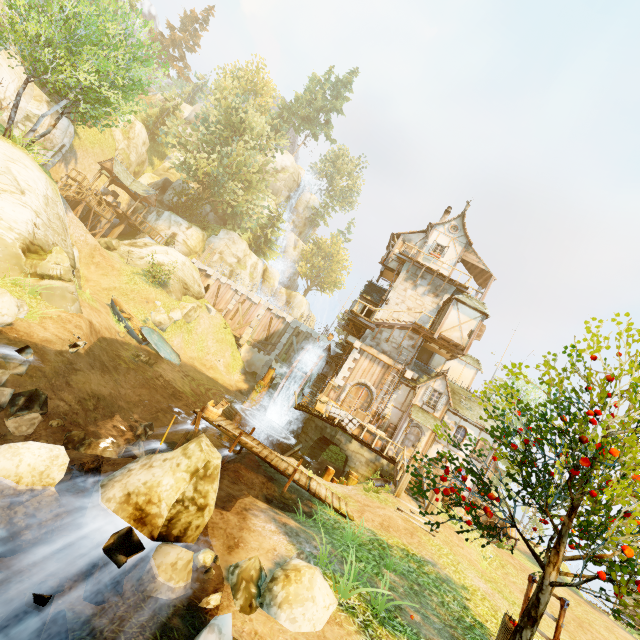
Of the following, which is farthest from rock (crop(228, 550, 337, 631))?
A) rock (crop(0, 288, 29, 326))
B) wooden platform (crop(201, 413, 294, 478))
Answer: rock (crop(0, 288, 29, 326))

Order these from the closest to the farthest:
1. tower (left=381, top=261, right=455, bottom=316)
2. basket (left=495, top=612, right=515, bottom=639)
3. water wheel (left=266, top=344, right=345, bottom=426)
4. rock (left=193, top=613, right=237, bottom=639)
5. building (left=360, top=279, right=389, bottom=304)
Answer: rock (left=193, top=613, right=237, bottom=639), basket (left=495, top=612, right=515, bottom=639), water wheel (left=266, top=344, right=345, bottom=426), tower (left=381, top=261, right=455, bottom=316), building (left=360, top=279, right=389, bottom=304)

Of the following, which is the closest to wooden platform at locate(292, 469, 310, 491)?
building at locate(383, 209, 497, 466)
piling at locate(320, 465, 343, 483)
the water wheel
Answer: piling at locate(320, 465, 343, 483)

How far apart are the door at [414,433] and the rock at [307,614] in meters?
15.5 m

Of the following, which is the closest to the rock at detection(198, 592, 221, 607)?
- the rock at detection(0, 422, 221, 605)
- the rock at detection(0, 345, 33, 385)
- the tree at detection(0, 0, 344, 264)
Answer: the rock at detection(0, 422, 221, 605)

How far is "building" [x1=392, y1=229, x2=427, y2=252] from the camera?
26.2m

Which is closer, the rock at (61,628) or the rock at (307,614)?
the rock at (61,628)

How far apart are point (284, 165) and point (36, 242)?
47.1 meters
